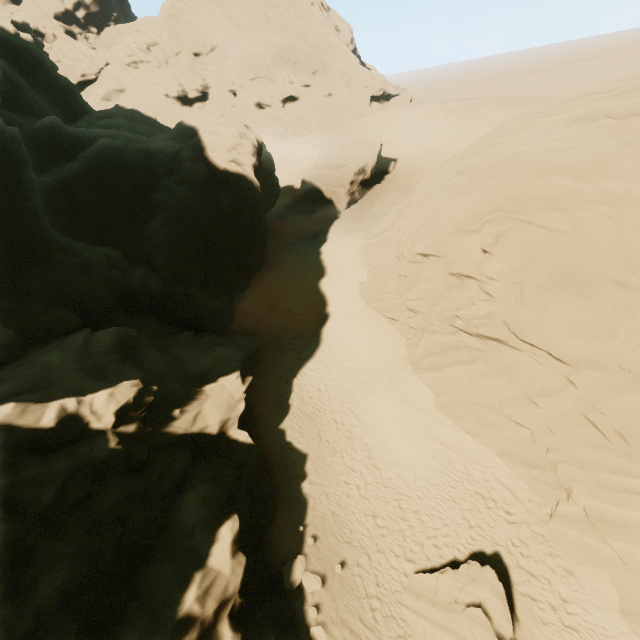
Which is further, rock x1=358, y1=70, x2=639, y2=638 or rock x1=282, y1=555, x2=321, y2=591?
rock x1=282, y1=555, x2=321, y2=591

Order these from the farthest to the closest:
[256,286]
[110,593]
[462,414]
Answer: [256,286]
[462,414]
[110,593]

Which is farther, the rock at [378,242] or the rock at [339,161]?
the rock at [339,161]

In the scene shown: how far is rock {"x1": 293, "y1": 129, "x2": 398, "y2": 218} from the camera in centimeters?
3531cm

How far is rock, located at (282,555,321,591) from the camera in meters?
11.5 m

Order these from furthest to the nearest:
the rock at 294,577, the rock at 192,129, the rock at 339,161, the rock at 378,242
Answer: the rock at 339,161 < the rock at 294,577 < the rock at 378,242 < the rock at 192,129

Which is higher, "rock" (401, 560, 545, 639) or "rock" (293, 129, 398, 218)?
"rock" (293, 129, 398, 218)

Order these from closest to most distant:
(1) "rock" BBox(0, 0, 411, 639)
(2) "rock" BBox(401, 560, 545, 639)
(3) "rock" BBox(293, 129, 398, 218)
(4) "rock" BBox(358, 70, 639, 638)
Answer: (1) "rock" BBox(0, 0, 411, 639) < (2) "rock" BBox(401, 560, 545, 639) < (4) "rock" BBox(358, 70, 639, 638) < (3) "rock" BBox(293, 129, 398, 218)
